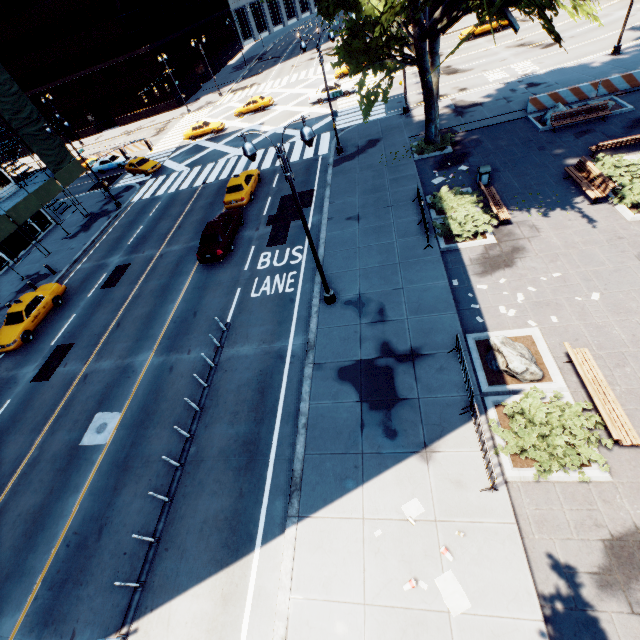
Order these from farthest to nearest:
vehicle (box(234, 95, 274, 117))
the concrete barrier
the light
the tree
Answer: vehicle (box(234, 95, 274, 117)), the concrete barrier, the tree, the light

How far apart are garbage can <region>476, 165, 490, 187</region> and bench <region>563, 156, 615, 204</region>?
3.33m

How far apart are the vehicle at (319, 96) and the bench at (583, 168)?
26.4m

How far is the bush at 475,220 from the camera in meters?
15.0

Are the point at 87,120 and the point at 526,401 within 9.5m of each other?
no

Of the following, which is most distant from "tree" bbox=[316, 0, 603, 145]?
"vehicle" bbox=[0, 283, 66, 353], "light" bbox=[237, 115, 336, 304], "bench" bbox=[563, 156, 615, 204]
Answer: "vehicle" bbox=[0, 283, 66, 353]

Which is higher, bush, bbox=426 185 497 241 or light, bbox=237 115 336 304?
light, bbox=237 115 336 304

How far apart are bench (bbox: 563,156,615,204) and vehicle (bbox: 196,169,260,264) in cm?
1823
